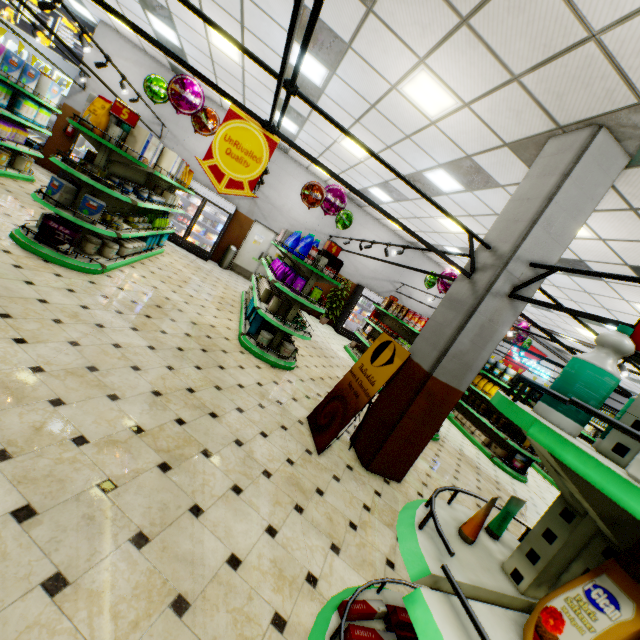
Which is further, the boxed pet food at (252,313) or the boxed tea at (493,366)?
the boxed tea at (493,366)

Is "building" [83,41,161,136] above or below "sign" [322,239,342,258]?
above

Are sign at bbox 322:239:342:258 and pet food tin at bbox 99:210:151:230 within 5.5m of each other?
yes

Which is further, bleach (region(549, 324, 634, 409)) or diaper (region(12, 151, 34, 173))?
diaper (region(12, 151, 34, 173))

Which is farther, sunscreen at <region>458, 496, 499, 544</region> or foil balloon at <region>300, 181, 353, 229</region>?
foil balloon at <region>300, 181, 353, 229</region>

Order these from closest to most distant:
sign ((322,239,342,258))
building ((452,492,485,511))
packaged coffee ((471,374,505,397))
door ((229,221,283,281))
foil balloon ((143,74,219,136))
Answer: building ((452,492,485,511)), sign ((322,239,342,258)), foil balloon ((143,74,219,136)), packaged coffee ((471,374,505,397)), door ((229,221,283,281))

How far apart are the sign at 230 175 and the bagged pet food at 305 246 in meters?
3.0

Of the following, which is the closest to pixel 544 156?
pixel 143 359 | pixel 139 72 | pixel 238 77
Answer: pixel 143 359
